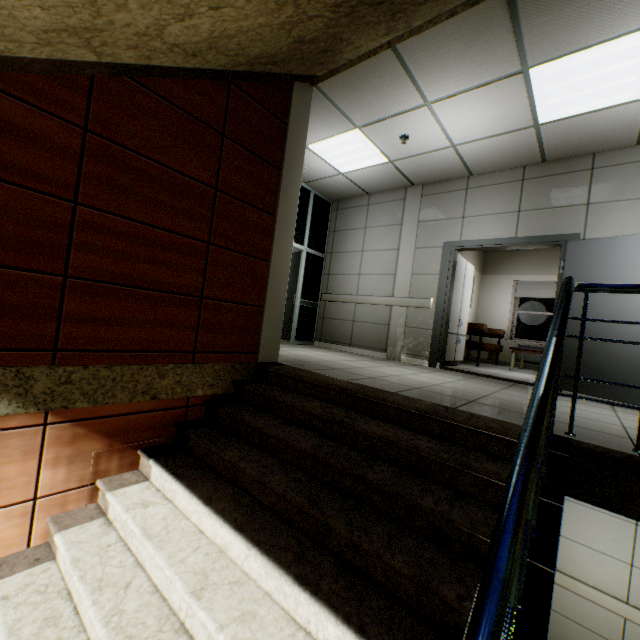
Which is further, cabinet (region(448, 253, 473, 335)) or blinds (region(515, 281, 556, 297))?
blinds (region(515, 281, 556, 297))

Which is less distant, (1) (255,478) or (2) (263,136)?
(1) (255,478)

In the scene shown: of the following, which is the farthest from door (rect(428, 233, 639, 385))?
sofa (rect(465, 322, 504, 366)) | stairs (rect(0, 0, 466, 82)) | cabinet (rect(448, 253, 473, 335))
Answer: stairs (rect(0, 0, 466, 82))

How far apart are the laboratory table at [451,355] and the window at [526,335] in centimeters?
351cm

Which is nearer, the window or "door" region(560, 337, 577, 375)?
"door" region(560, 337, 577, 375)

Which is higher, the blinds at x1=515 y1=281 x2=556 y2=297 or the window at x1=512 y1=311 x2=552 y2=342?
the blinds at x1=515 y1=281 x2=556 y2=297

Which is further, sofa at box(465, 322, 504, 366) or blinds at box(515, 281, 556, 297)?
blinds at box(515, 281, 556, 297)

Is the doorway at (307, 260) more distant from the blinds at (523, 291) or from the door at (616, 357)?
the blinds at (523, 291)
